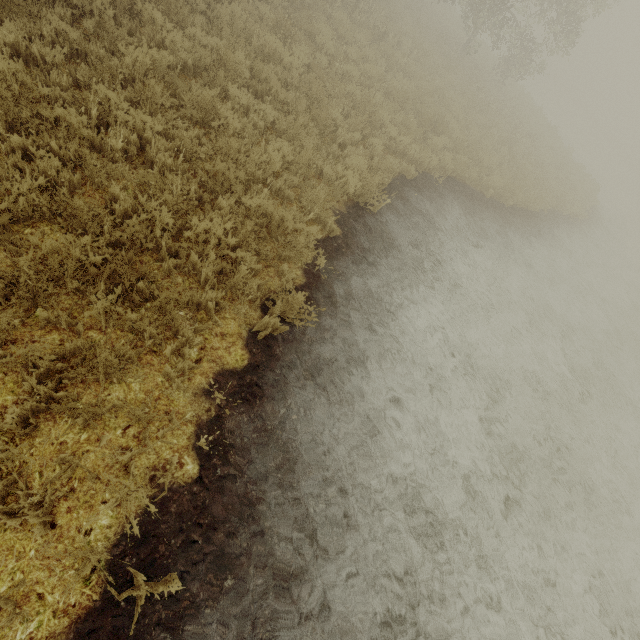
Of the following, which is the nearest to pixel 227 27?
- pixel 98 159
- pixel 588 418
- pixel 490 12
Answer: pixel 98 159
